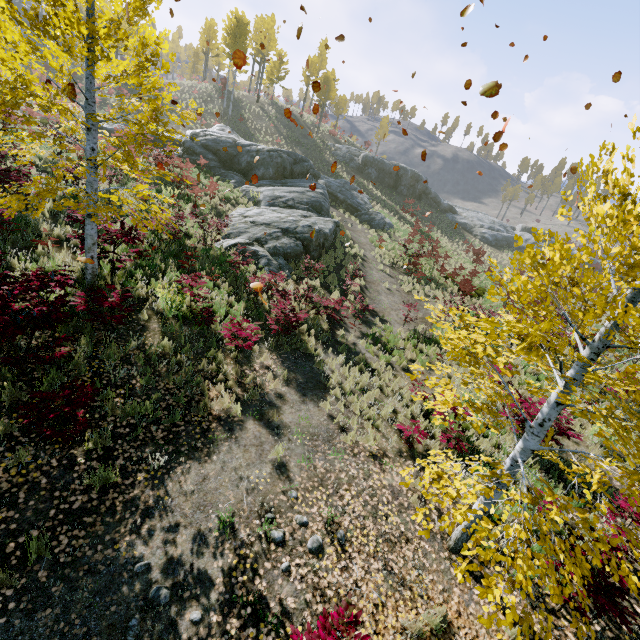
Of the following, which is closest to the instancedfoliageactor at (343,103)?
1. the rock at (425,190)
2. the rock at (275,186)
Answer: the rock at (275,186)

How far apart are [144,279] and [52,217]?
3.8 meters

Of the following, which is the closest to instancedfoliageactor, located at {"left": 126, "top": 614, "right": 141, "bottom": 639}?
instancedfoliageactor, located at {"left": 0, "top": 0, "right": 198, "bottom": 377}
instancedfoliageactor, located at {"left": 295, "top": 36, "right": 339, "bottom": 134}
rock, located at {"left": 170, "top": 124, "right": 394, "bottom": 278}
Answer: instancedfoliageactor, located at {"left": 0, "top": 0, "right": 198, "bottom": 377}

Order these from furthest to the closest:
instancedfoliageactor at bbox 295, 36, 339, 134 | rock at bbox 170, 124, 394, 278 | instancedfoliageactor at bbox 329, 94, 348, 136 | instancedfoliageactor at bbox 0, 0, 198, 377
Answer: instancedfoliageactor at bbox 329, 94, 348, 136, instancedfoliageactor at bbox 295, 36, 339, 134, rock at bbox 170, 124, 394, 278, instancedfoliageactor at bbox 0, 0, 198, 377

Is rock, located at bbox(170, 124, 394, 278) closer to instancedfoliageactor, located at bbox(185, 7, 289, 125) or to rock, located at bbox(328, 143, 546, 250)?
instancedfoliageactor, located at bbox(185, 7, 289, 125)

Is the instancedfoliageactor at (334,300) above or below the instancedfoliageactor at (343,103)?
below

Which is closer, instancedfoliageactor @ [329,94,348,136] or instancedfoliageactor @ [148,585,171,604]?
instancedfoliageactor @ [148,585,171,604]
